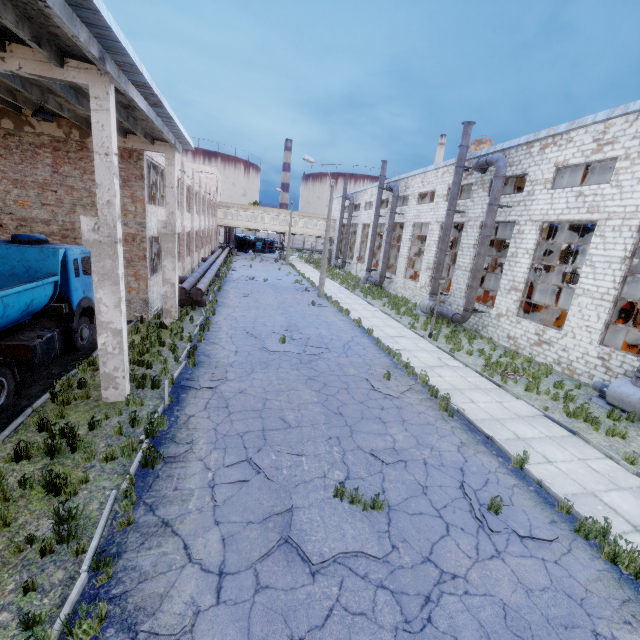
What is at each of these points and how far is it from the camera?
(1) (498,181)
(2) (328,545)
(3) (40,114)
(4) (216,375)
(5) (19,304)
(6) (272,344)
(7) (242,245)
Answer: (1) pipe, 17.9 meters
(2) asphalt debris, 5.4 meters
(3) ceiling lamp, 9.5 meters
(4) asphalt debris, 10.9 meters
(5) truck, 8.4 meters
(6) asphalt debris, 14.3 meters
(7) truck, 59.1 meters

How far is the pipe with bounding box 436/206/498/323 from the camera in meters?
18.5 m

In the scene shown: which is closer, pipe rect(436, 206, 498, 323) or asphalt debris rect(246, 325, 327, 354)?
asphalt debris rect(246, 325, 327, 354)

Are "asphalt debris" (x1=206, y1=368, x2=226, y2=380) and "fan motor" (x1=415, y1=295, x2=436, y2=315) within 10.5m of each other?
no

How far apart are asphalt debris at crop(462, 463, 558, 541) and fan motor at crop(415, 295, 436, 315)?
16.7m

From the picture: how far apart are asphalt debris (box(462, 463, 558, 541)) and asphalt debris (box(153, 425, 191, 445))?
6.2m

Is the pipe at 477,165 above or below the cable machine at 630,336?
above

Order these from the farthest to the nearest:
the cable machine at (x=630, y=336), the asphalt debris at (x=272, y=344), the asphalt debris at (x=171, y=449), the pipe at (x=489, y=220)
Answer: the pipe at (x=489, y=220) < the cable machine at (x=630, y=336) < the asphalt debris at (x=272, y=344) < the asphalt debris at (x=171, y=449)
